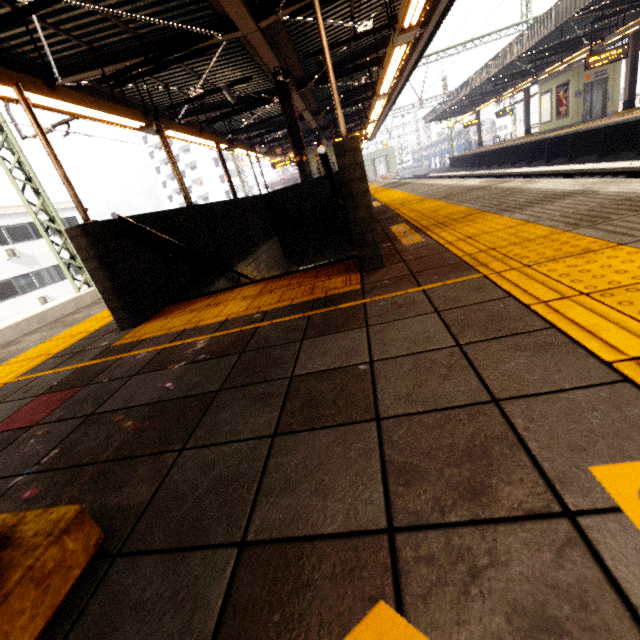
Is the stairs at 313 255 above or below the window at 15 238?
below

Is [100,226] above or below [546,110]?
below

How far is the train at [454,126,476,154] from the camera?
44.34m

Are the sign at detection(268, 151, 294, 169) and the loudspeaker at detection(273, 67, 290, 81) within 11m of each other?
yes

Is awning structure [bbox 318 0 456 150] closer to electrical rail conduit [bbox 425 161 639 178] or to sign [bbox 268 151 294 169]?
sign [bbox 268 151 294 169]

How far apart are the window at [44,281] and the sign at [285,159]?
17.8m

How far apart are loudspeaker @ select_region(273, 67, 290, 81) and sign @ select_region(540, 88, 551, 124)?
19.8m

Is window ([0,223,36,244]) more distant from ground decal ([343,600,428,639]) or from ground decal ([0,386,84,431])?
ground decal ([343,600,428,639])
